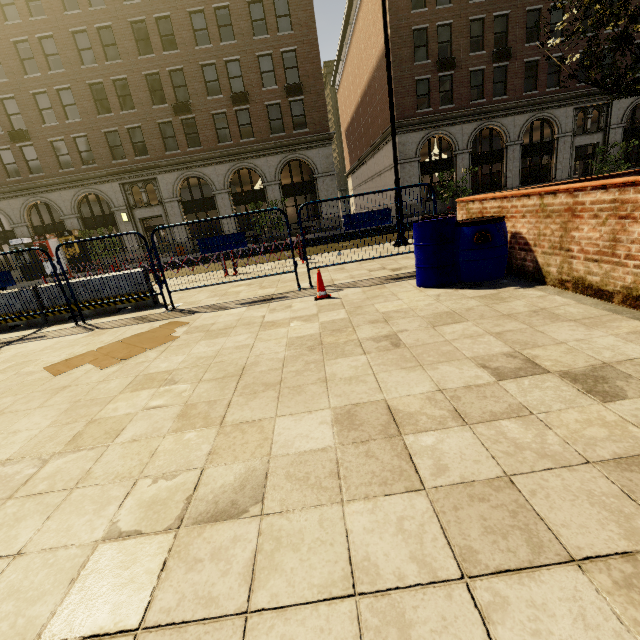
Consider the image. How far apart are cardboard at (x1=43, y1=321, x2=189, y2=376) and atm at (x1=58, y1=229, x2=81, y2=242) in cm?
2533

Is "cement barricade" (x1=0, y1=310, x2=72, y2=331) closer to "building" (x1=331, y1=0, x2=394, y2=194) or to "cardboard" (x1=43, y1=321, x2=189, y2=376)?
"cardboard" (x1=43, y1=321, x2=189, y2=376)

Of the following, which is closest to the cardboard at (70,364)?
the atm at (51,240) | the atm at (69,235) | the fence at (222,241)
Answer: the fence at (222,241)

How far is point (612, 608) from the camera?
1.1 meters

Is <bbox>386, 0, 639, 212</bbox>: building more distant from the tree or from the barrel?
the barrel

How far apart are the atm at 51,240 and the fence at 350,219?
27.2 meters

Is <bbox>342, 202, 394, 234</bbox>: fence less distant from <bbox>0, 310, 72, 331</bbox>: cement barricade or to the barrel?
the barrel

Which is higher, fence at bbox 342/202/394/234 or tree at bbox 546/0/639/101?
tree at bbox 546/0/639/101
